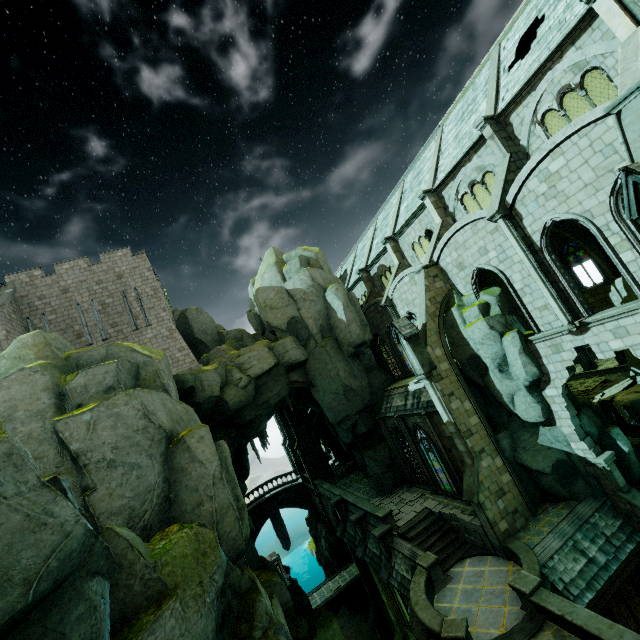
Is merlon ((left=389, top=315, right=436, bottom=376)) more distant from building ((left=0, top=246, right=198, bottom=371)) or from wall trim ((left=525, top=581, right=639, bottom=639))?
building ((left=0, top=246, right=198, bottom=371))

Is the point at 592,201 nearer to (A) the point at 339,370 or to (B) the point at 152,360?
(A) the point at 339,370

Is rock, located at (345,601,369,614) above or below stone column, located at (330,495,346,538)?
below

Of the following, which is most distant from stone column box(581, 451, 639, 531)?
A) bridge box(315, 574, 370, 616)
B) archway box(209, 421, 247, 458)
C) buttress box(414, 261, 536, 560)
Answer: bridge box(315, 574, 370, 616)

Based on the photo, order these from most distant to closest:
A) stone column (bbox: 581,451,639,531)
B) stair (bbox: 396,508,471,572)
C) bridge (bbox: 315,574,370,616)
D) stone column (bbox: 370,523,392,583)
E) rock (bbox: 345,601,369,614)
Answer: rock (bbox: 345,601,369,614)
bridge (bbox: 315,574,370,616)
stone column (bbox: 370,523,392,583)
stair (bbox: 396,508,471,572)
stone column (bbox: 581,451,639,531)

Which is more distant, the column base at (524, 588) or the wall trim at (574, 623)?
the column base at (524, 588)

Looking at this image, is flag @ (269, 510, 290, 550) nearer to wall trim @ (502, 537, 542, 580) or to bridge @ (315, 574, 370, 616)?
bridge @ (315, 574, 370, 616)

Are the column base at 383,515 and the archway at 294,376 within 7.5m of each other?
no
